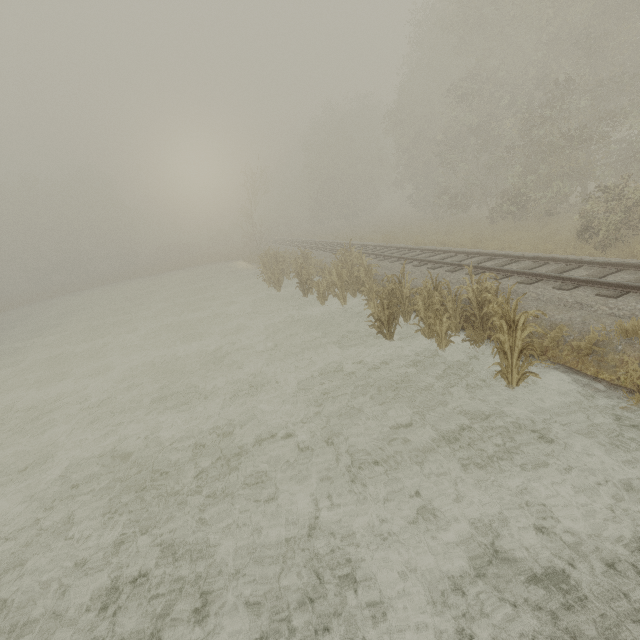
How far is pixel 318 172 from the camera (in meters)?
40.66
